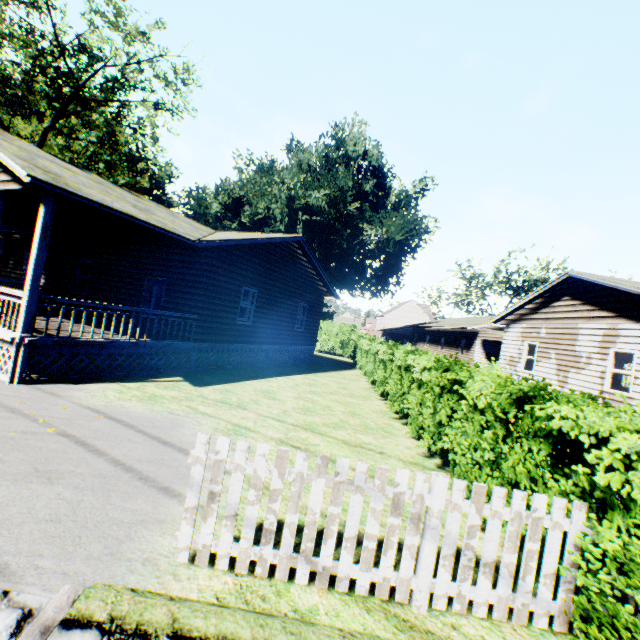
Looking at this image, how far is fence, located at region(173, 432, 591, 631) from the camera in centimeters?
305cm

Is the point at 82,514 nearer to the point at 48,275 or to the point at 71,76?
the point at 48,275

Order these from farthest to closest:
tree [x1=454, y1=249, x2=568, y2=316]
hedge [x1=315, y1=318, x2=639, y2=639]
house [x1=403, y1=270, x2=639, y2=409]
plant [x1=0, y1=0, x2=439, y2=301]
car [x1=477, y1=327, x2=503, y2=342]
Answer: tree [x1=454, y1=249, x2=568, y2=316], car [x1=477, y1=327, x2=503, y2=342], plant [x1=0, y1=0, x2=439, y2=301], house [x1=403, y1=270, x2=639, y2=409], hedge [x1=315, y1=318, x2=639, y2=639]

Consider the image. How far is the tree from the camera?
47.1 meters

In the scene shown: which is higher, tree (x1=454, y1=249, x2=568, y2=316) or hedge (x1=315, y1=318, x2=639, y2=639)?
tree (x1=454, y1=249, x2=568, y2=316)

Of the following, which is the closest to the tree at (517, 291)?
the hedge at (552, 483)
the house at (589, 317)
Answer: the house at (589, 317)

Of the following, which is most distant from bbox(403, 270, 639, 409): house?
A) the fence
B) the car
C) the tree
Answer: the tree

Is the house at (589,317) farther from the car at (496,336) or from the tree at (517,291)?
the tree at (517,291)
